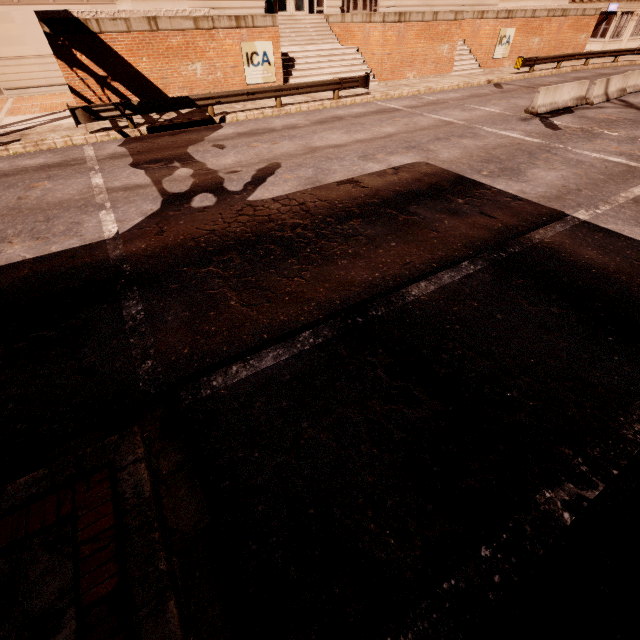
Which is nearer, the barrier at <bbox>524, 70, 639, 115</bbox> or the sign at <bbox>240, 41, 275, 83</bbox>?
the barrier at <bbox>524, 70, 639, 115</bbox>

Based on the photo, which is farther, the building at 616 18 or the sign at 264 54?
the building at 616 18

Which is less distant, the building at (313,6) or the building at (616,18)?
the building at (313,6)

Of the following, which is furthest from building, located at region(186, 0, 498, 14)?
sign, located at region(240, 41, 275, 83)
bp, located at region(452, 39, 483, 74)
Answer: sign, located at region(240, 41, 275, 83)

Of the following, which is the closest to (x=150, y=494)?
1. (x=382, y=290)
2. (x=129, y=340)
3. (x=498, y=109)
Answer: (x=129, y=340)

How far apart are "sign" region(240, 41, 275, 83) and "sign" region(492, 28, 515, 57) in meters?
18.6

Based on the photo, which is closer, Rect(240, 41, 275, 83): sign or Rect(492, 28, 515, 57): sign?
Rect(240, 41, 275, 83): sign

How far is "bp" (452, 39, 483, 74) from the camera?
24.30m
